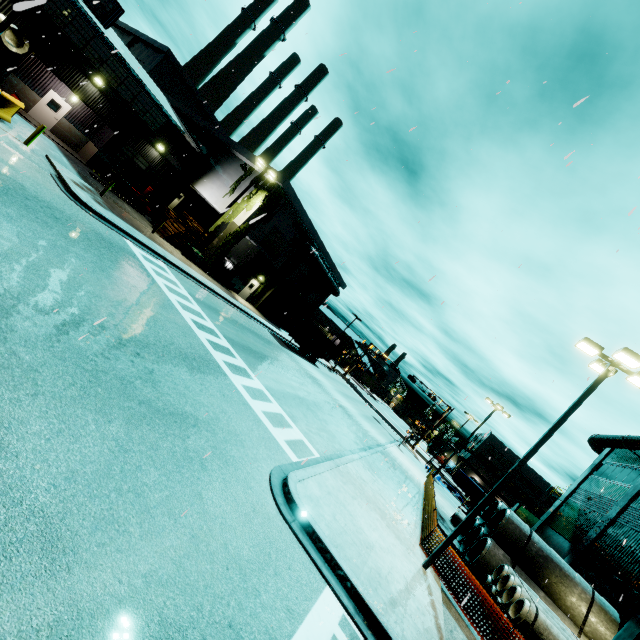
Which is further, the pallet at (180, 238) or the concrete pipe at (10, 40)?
the pallet at (180, 238)

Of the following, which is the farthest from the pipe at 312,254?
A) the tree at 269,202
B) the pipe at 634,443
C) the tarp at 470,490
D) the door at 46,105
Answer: the pipe at 634,443

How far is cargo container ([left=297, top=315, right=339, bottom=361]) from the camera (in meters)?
34.00

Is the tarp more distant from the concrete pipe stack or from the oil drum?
the oil drum

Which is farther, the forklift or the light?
the forklift

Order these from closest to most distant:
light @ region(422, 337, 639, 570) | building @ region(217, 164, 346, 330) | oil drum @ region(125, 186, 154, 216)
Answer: light @ region(422, 337, 639, 570) < oil drum @ region(125, 186, 154, 216) < building @ region(217, 164, 346, 330)

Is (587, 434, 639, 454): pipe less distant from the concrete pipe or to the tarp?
the tarp

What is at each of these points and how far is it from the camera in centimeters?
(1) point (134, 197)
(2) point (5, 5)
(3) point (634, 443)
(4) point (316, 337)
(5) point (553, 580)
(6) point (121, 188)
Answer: (1) oil drum, 2875cm
(2) building, 1842cm
(3) pipe, 2330cm
(4) cargo container, 3597cm
(5) concrete pipe stack, 1530cm
(6) forklift, 2577cm
